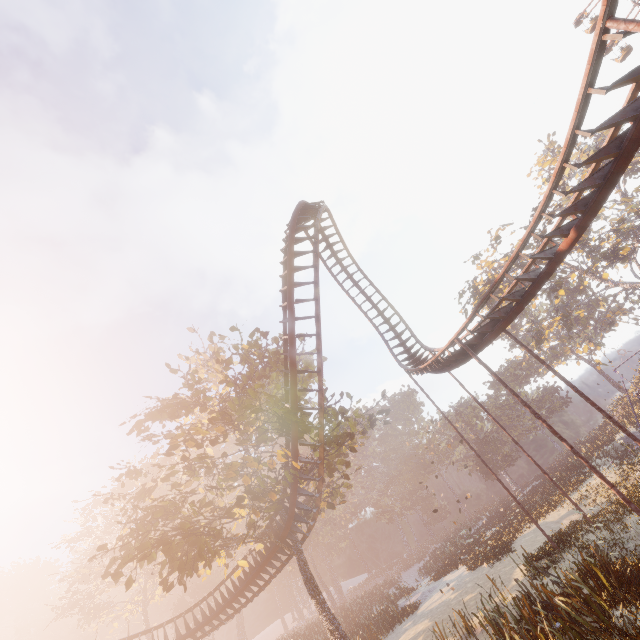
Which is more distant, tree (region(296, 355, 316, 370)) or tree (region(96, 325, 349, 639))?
tree (region(296, 355, 316, 370))

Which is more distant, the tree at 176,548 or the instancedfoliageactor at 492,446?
the instancedfoliageactor at 492,446

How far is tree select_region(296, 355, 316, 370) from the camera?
22.0 meters

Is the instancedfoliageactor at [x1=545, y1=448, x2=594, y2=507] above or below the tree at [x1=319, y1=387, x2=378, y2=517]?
below

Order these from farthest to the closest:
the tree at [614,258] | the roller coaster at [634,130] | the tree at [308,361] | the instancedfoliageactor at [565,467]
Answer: the tree at [614,258], the instancedfoliageactor at [565,467], the tree at [308,361], the roller coaster at [634,130]

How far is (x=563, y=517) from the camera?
22.4 meters

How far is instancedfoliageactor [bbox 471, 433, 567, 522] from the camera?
25.7 meters
